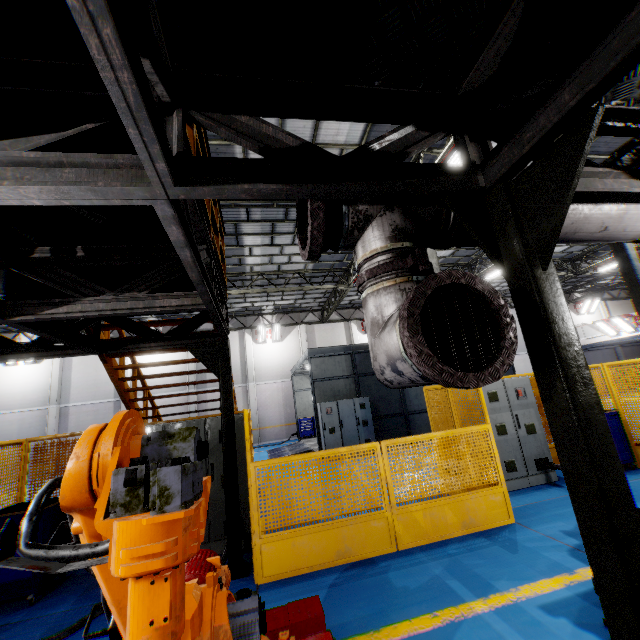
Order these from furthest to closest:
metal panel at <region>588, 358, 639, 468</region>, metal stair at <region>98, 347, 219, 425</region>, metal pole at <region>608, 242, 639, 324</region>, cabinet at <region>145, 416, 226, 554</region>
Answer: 1. metal pole at <region>608, 242, 639, 324</region>
2. metal panel at <region>588, 358, 639, 468</region>
3. metal stair at <region>98, 347, 219, 425</region>
4. cabinet at <region>145, 416, 226, 554</region>

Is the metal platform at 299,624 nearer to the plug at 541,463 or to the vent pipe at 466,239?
the vent pipe at 466,239

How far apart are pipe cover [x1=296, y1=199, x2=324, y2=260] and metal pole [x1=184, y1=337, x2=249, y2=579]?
3.07m

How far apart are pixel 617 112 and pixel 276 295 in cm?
1867

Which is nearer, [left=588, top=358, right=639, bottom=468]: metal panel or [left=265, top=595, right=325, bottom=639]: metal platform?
[left=265, top=595, right=325, bottom=639]: metal platform

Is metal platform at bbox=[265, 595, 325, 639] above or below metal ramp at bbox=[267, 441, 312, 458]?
above

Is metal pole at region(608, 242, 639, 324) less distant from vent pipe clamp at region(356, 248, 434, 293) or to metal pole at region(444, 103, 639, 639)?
metal pole at region(444, 103, 639, 639)

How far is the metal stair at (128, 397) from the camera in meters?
6.2
